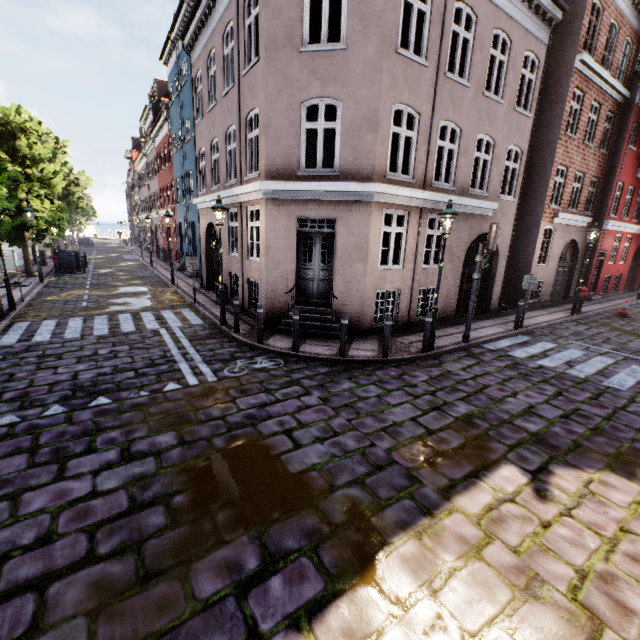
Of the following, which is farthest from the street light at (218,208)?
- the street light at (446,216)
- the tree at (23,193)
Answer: the street light at (446,216)

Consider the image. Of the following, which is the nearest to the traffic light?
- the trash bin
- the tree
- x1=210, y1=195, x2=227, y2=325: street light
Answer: x1=210, y1=195, x2=227, y2=325: street light

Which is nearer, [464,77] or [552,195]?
[464,77]

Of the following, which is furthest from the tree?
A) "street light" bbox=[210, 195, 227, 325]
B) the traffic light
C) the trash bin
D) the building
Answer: the traffic light

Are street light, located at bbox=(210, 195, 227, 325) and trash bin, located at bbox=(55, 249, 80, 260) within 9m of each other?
no

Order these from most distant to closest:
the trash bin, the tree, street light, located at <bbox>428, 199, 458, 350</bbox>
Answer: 1. the trash bin
2. the tree
3. street light, located at <bbox>428, 199, 458, 350</bbox>

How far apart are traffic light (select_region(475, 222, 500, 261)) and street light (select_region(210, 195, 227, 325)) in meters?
7.4

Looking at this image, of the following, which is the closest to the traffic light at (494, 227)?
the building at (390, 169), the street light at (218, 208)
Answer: the building at (390, 169)
